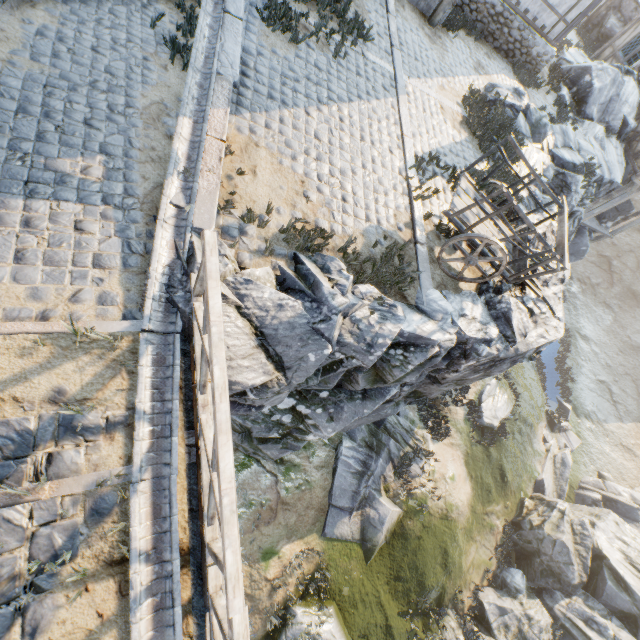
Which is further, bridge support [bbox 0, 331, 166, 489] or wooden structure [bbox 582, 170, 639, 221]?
wooden structure [bbox 582, 170, 639, 221]

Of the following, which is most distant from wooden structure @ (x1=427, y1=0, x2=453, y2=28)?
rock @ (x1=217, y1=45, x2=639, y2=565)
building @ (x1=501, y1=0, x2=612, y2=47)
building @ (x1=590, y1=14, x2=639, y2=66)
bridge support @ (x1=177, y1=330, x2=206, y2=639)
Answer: building @ (x1=590, y1=14, x2=639, y2=66)

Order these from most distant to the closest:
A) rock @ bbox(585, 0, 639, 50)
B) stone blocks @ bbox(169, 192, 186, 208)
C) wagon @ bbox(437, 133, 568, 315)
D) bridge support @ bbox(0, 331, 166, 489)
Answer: rock @ bbox(585, 0, 639, 50), wagon @ bbox(437, 133, 568, 315), stone blocks @ bbox(169, 192, 186, 208), bridge support @ bbox(0, 331, 166, 489)

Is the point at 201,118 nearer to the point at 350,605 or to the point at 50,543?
the point at 50,543

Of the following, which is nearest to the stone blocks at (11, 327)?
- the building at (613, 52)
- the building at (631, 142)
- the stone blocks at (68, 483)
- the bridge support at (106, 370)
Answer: the bridge support at (106, 370)

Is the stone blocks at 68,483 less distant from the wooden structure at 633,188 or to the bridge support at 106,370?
the bridge support at 106,370

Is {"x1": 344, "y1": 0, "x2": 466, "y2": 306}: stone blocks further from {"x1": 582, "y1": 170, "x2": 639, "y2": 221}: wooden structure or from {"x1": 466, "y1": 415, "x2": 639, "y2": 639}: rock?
{"x1": 582, "y1": 170, "x2": 639, "y2": 221}: wooden structure

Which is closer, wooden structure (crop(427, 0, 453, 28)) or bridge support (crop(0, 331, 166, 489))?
bridge support (crop(0, 331, 166, 489))
